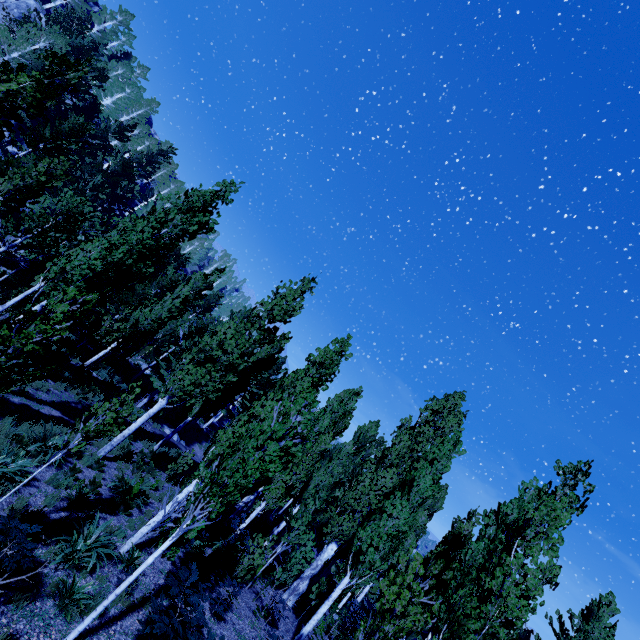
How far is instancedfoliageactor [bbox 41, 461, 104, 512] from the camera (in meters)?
9.27

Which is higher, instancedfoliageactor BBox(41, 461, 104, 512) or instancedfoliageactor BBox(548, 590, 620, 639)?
instancedfoliageactor BBox(548, 590, 620, 639)

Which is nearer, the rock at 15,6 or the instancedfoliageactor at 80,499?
the instancedfoliageactor at 80,499

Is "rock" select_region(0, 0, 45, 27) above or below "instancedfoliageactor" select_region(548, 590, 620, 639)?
above

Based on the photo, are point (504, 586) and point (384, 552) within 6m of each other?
yes

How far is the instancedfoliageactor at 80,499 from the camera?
9.27m

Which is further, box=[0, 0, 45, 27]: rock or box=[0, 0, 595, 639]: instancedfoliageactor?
box=[0, 0, 45, 27]: rock

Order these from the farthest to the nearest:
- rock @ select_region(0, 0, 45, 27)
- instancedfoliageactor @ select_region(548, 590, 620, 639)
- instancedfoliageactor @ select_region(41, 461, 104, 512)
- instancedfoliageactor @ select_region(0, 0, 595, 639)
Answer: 1. rock @ select_region(0, 0, 45, 27)
2. instancedfoliageactor @ select_region(548, 590, 620, 639)
3. instancedfoliageactor @ select_region(41, 461, 104, 512)
4. instancedfoliageactor @ select_region(0, 0, 595, 639)
